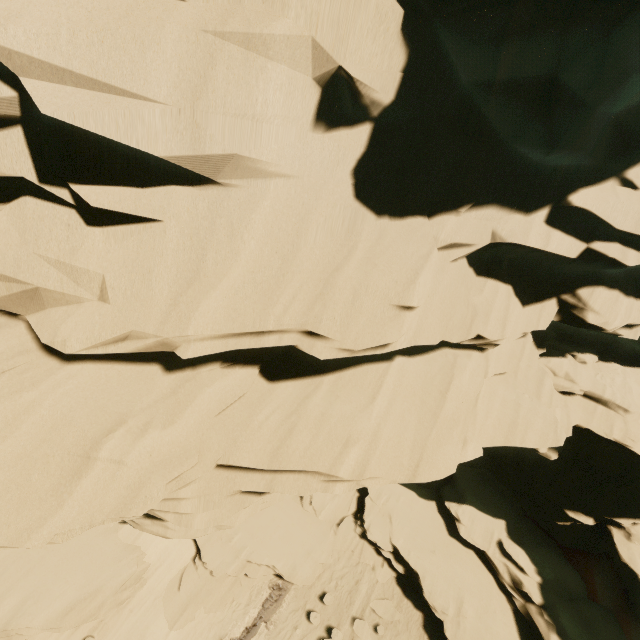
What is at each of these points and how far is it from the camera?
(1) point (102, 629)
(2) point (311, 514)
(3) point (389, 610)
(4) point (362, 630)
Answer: (1) rock, 13.8 meters
(2) rock, 17.9 meters
(3) rock, 14.6 meters
(4) rock, 14.0 meters

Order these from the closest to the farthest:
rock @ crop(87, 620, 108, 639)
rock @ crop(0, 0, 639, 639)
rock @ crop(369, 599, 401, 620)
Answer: rock @ crop(0, 0, 639, 639) → rock @ crop(87, 620, 108, 639) → rock @ crop(369, 599, 401, 620)

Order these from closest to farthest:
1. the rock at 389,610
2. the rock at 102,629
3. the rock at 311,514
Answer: the rock at 311,514 < the rock at 102,629 < the rock at 389,610

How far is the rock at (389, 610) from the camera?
14.4m

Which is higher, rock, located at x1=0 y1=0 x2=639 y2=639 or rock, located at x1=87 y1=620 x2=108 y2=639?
rock, located at x1=0 y1=0 x2=639 y2=639

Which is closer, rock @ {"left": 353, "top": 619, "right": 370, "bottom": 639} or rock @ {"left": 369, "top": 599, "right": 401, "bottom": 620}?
rock @ {"left": 353, "top": 619, "right": 370, "bottom": 639}
